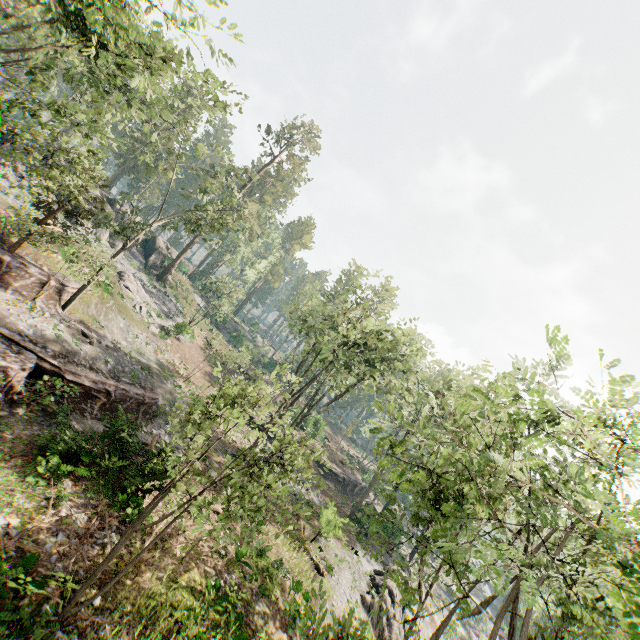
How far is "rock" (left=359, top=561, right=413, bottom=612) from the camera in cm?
2258

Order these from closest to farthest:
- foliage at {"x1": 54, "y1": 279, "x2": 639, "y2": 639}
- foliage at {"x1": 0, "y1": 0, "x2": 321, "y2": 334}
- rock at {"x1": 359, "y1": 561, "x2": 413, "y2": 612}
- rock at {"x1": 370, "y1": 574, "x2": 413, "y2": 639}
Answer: foliage at {"x1": 54, "y1": 279, "x2": 639, "y2": 639}, foliage at {"x1": 0, "y1": 0, "x2": 321, "y2": 334}, rock at {"x1": 370, "y1": 574, "x2": 413, "y2": 639}, rock at {"x1": 359, "y1": 561, "x2": 413, "y2": 612}

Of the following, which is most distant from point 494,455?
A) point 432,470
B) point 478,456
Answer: point 432,470

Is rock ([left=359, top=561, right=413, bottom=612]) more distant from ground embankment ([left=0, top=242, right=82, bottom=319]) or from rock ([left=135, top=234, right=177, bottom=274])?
rock ([left=135, top=234, right=177, bottom=274])

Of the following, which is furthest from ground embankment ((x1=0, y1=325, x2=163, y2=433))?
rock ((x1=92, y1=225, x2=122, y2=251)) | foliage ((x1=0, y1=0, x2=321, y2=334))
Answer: rock ((x1=92, y1=225, x2=122, y2=251))

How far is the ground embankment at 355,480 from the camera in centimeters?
4225cm

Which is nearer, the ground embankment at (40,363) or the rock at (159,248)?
the ground embankment at (40,363)

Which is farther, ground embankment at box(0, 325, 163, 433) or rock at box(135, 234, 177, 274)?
rock at box(135, 234, 177, 274)
